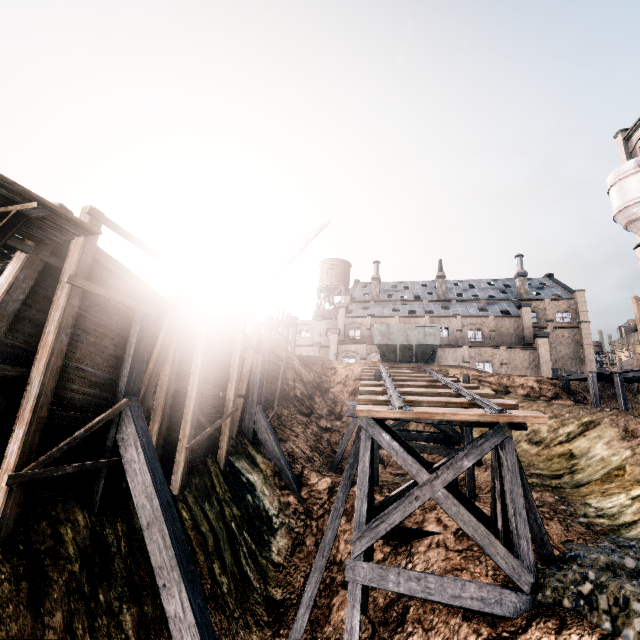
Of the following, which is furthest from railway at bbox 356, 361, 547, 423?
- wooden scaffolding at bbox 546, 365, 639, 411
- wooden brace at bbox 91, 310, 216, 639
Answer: wooden scaffolding at bbox 546, 365, 639, 411

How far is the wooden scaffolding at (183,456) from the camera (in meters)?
11.78

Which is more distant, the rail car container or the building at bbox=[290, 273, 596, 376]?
the building at bbox=[290, 273, 596, 376]

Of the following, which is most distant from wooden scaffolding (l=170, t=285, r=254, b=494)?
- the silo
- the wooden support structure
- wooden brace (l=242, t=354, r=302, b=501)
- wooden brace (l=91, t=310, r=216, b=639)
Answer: the silo

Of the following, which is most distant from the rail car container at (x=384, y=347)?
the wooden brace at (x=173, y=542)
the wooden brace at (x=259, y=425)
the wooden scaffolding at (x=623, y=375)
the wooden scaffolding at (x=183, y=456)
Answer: the wooden brace at (x=173, y=542)

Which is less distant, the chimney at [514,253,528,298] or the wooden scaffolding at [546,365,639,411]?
the wooden scaffolding at [546,365,639,411]

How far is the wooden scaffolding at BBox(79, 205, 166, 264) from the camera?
8.20m

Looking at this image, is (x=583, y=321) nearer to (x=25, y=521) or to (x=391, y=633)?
(x=391, y=633)
